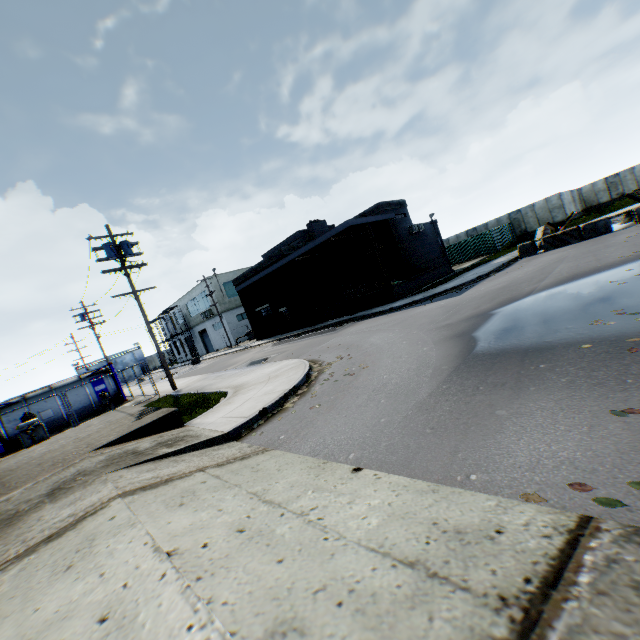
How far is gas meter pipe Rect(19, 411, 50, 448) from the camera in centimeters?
1530cm

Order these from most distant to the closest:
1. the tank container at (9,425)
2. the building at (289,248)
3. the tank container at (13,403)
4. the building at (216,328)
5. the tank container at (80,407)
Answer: the building at (216,328)
the building at (289,248)
the tank container at (80,407)
the tank container at (13,403)
the tank container at (9,425)

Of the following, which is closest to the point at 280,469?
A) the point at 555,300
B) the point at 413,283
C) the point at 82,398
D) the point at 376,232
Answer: the point at 555,300

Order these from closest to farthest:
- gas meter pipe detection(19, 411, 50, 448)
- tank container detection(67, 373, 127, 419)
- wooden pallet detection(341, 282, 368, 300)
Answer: gas meter pipe detection(19, 411, 50, 448) < tank container detection(67, 373, 127, 419) < wooden pallet detection(341, 282, 368, 300)

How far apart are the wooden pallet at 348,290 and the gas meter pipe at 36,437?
19.4m

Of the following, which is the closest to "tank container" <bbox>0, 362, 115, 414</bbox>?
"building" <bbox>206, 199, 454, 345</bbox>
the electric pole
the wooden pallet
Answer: the electric pole

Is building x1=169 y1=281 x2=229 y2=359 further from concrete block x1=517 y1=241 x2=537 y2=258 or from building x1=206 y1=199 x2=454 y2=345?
concrete block x1=517 y1=241 x2=537 y2=258

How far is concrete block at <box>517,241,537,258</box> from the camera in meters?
19.6
